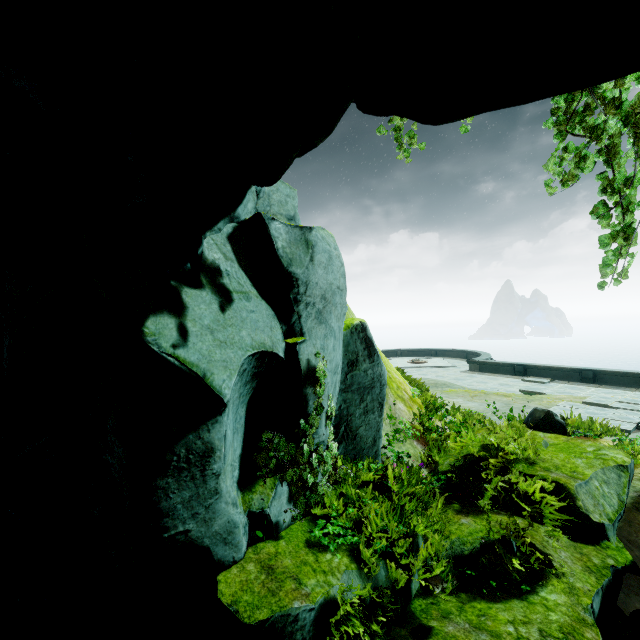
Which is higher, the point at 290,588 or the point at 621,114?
the point at 621,114

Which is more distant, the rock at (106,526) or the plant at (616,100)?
the plant at (616,100)

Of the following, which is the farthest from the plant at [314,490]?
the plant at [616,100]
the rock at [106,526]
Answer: the plant at [616,100]

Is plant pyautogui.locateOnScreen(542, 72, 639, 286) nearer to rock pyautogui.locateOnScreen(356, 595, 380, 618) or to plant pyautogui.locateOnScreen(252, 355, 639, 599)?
rock pyautogui.locateOnScreen(356, 595, 380, 618)

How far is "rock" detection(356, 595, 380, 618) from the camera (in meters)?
3.38

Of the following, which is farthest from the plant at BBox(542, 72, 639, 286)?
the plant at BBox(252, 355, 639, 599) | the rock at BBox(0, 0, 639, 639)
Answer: the plant at BBox(252, 355, 639, 599)
